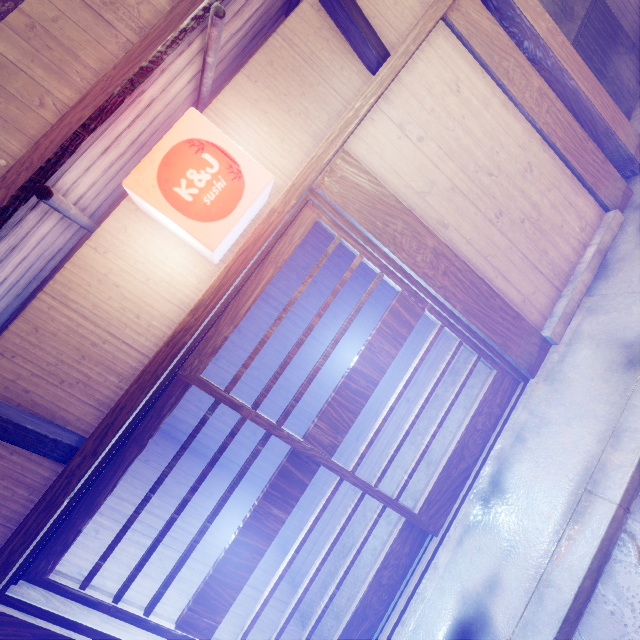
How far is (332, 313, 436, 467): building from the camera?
9.27m

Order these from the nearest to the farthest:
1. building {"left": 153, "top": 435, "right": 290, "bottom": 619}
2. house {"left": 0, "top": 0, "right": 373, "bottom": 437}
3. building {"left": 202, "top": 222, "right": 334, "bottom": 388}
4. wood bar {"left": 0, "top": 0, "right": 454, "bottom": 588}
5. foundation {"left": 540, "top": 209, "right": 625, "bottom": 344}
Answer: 1. wood bar {"left": 0, "top": 0, "right": 454, "bottom": 588}
2. house {"left": 0, "top": 0, "right": 373, "bottom": 437}
3. building {"left": 153, "top": 435, "right": 290, "bottom": 619}
4. foundation {"left": 540, "top": 209, "right": 625, "bottom": 344}
5. building {"left": 202, "top": 222, "right": 334, "bottom": 388}

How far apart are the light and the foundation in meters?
5.5 m

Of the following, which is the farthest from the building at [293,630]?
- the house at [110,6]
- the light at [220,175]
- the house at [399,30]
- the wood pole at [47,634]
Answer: the wood pole at [47,634]

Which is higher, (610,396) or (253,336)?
(253,336)

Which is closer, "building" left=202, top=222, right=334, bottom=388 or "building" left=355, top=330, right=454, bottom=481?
"building" left=355, top=330, right=454, bottom=481

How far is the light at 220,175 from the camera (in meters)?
3.74
